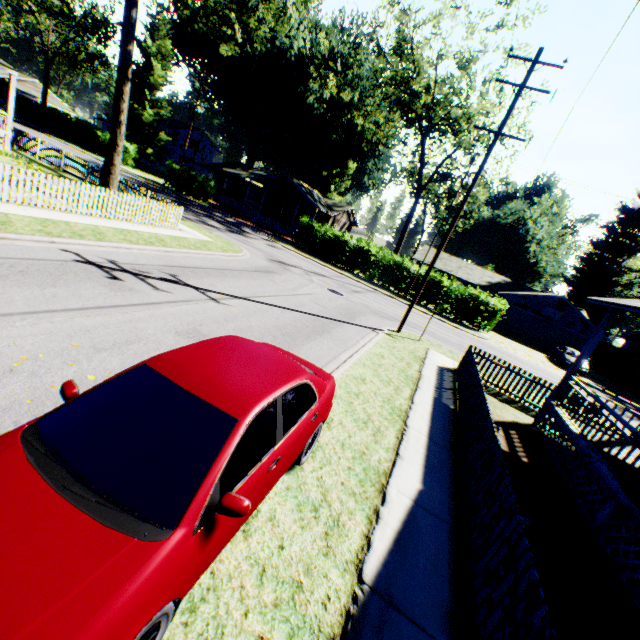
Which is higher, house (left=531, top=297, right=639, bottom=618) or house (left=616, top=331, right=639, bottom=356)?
house (left=616, top=331, right=639, bottom=356)

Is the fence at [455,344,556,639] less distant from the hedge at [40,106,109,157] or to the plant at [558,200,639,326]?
the plant at [558,200,639,326]

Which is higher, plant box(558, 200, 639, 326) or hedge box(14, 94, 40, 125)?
plant box(558, 200, 639, 326)

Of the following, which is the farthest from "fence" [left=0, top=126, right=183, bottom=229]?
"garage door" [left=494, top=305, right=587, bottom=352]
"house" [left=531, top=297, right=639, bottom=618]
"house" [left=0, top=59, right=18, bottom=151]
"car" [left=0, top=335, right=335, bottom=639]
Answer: "garage door" [left=494, top=305, right=587, bottom=352]

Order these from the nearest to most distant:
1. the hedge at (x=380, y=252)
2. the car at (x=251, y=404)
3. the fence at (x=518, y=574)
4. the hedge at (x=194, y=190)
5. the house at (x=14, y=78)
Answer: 1. the car at (x=251, y=404)
2. the fence at (x=518, y=574)
3. the house at (x=14, y=78)
4. the hedge at (x=380, y=252)
5. the hedge at (x=194, y=190)

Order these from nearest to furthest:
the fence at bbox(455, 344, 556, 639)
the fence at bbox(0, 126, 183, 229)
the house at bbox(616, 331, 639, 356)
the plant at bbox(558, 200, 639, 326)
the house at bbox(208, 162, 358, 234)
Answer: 1. the fence at bbox(455, 344, 556, 639)
2. the fence at bbox(0, 126, 183, 229)
3. the house at bbox(208, 162, 358, 234)
4. the house at bbox(616, 331, 639, 356)
5. the plant at bbox(558, 200, 639, 326)

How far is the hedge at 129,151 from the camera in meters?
39.4

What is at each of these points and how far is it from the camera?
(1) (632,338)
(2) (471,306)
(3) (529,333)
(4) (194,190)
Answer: (1) house, 41.7 meters
(2) hedge, 26.9 meters
(3) garage door, 34.3 meters
(4) hedge, 36.4 meters
